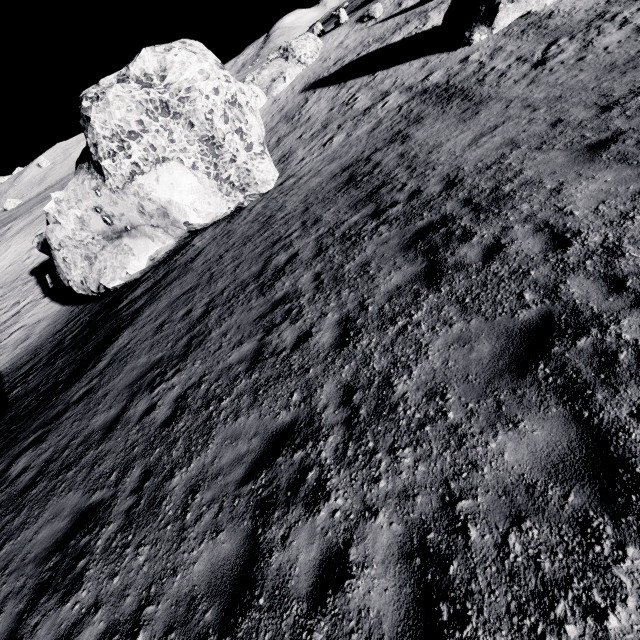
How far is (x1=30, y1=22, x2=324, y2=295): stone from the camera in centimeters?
1333cm

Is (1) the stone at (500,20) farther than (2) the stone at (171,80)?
Yes

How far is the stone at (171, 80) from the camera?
13.3m

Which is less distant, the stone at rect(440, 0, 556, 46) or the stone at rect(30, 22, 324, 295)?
the stone at rect(30, 22, 324, 295)

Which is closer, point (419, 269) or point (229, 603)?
point (229, 603)
